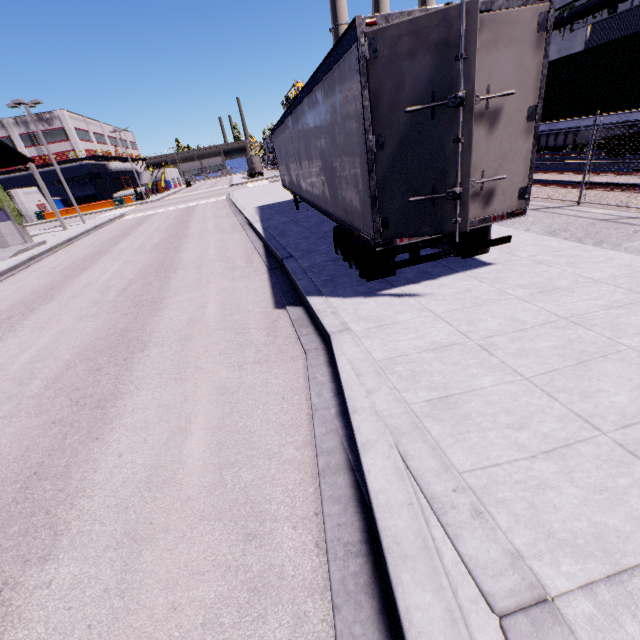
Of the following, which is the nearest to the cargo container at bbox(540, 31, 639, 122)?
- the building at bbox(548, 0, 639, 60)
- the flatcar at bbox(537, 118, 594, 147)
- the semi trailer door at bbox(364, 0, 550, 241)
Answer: the flatcar at bbox(537, 118, 594, 147)

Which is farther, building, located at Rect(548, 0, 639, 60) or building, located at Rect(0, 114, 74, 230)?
building, located at Rect(0, 114, 74, 230)

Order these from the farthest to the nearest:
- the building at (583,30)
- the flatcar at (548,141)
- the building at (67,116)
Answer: the building at (67,116) → the building at (583,30) → the flatcar at (548,141)

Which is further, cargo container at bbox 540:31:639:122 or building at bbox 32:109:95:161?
building at bbox 32:109:95:161

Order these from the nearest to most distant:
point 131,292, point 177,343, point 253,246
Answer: point 177,343, point 131,292, point 253,246

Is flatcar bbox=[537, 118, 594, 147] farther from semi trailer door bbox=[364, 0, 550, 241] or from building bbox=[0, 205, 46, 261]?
semi trailer door bbox=[364, 0, 550, 241]

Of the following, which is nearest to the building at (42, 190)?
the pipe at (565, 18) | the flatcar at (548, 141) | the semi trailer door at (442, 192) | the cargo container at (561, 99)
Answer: the pipe at (565, 18)

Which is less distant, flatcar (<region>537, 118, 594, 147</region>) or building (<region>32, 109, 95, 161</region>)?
flatcar (<region>537, 118, 594, 147</region>)
